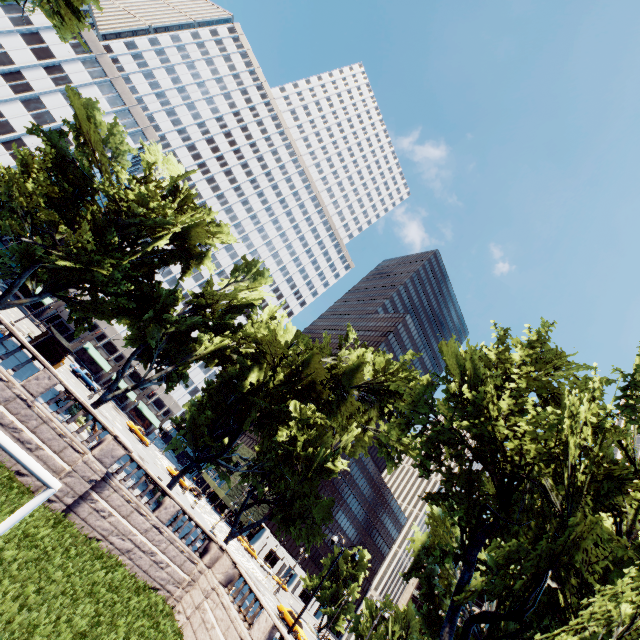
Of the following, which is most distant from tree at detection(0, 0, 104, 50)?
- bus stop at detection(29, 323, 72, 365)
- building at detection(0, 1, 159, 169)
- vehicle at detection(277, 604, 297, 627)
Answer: vehicle at detection(277, 604, 297, 627)

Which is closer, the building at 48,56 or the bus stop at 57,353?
the bus stop at 57,353

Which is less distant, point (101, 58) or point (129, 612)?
point (129, 612)

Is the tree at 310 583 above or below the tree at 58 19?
below

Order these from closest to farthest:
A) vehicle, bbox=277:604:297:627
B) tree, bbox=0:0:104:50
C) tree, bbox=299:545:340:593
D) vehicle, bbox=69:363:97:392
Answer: tree, bbox=0:0:104:50, vehicle, bbox=277:604:297:627, vehicle, bbox=69:363:97:392, tree, bbox=299:545:340:593

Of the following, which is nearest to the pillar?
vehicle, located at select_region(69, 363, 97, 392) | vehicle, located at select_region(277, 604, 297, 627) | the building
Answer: vehicle, located at select_region(277, 604, 297, 627)

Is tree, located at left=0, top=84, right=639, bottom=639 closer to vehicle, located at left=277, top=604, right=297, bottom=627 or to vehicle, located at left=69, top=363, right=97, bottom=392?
vehicle, located at left=277, top=604, right=297, bottom=627

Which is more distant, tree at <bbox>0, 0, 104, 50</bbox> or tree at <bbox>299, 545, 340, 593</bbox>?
tree at <bbox>299, 545, 340, 593</bbox>
